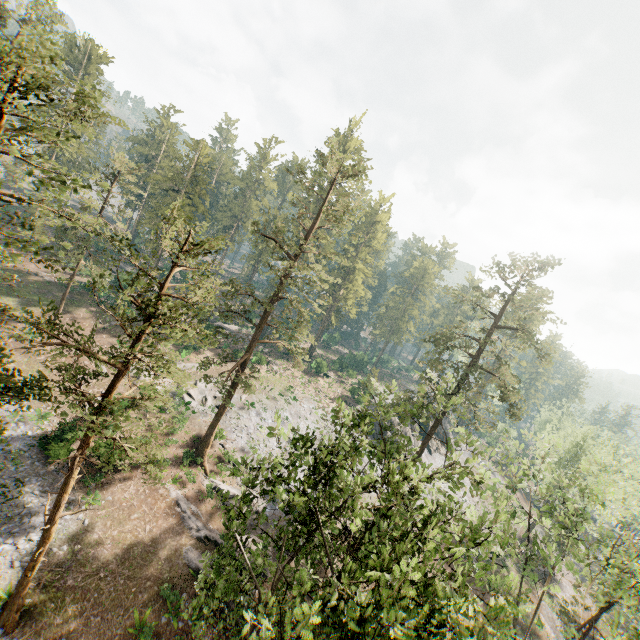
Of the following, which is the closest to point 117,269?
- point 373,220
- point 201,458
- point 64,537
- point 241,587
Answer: point 241,587
